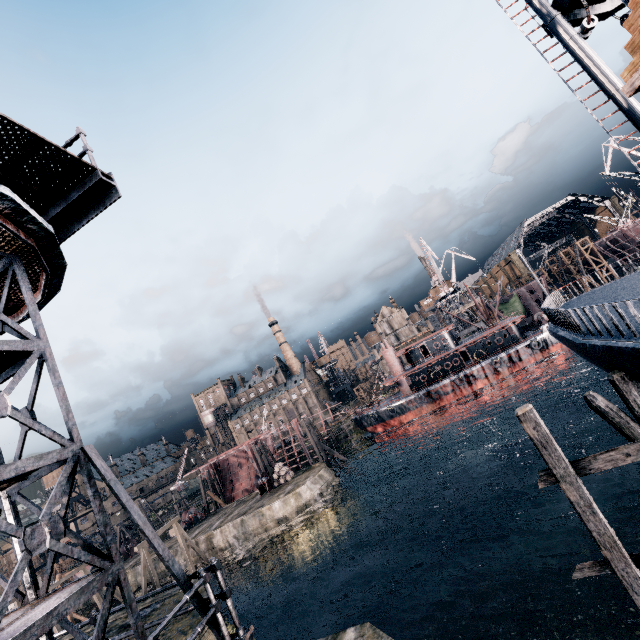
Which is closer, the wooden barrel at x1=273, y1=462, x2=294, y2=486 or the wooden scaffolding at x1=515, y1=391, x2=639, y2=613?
the wooden scaffolding at x1=515, y1=391, x2=639, y2=613

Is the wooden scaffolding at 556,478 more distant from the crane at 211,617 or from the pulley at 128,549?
the pulley at 128,549

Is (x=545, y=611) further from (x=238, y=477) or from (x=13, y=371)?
(x=238, y=477)

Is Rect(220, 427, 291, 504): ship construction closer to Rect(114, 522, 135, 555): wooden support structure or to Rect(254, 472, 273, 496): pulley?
Rect(254, 472, 273, 496): pulley

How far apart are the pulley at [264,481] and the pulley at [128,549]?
24.31m

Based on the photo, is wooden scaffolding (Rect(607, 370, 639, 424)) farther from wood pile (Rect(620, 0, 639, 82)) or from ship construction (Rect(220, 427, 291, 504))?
ship construction (Rect(220, 427, 291, 504))

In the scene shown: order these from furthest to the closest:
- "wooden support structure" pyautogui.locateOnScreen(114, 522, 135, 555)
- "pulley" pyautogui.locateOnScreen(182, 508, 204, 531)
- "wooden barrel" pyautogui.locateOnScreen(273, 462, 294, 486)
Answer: "wooden support structure" pyautogui.locateOnScreen(114, 522, 135, 555) < "pulley" pyautogui.locateOnScreen(182, 508, 204, 531) < "wooden barrel" pyautogui.locateOnScreen(273, 462, 294, 486)

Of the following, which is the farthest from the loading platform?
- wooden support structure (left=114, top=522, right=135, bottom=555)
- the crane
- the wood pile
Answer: wooden support structure (left=114, top=522, right=135, bottom=555)
